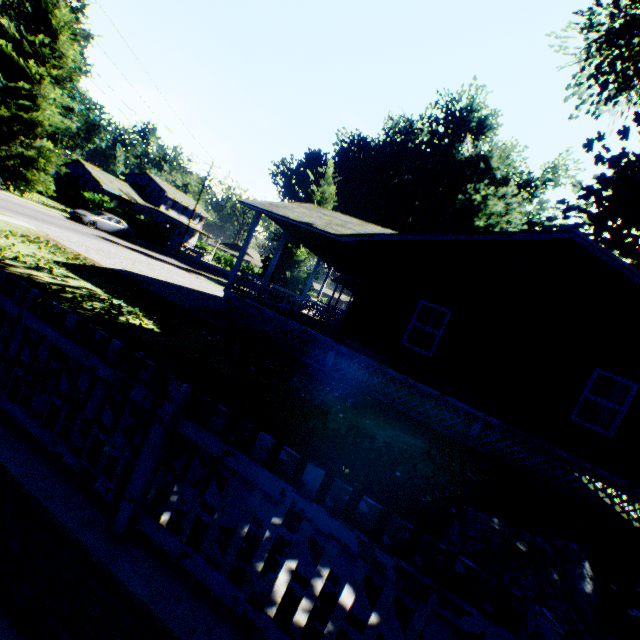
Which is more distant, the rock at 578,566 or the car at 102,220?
the car at 102,220

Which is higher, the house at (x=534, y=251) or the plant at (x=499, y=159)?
the plant at (x=499, y=159)

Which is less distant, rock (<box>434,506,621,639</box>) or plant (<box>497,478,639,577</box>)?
rock (<box>434,506,621,639</box>)

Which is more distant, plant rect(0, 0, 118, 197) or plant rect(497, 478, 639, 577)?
plant rect(0, 0, 118, 197)

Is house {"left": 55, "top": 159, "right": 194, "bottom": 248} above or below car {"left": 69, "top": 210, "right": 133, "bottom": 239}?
above

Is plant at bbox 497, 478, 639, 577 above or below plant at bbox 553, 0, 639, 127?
below

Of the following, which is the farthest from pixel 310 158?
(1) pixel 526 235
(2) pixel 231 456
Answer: (2) pixel 231 456

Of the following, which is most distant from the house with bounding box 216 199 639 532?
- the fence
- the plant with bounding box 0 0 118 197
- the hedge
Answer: the plant with bounding box 0 0 118 197
